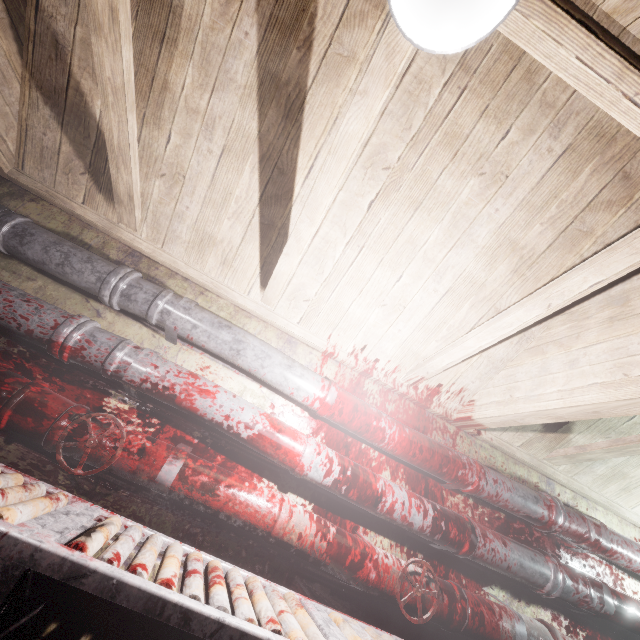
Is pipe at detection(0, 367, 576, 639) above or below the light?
below

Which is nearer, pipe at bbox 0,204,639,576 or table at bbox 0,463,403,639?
table at bbox 0,463,403,639

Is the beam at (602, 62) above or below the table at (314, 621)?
above

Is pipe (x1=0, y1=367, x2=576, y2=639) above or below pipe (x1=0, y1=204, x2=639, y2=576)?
below

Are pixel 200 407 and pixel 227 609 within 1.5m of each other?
yes

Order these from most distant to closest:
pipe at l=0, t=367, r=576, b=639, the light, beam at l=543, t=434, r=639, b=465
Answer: beam at l=543, t=434, r=639, b=465 < pipe at l=0, t=367, r=576, b=639 < the light

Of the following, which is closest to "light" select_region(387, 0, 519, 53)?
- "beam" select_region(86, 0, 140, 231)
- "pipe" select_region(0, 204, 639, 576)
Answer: "beam" select_region(86, 0, 140, 231)

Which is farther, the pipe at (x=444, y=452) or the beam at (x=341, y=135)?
the pipe at (x=444, y=452)
